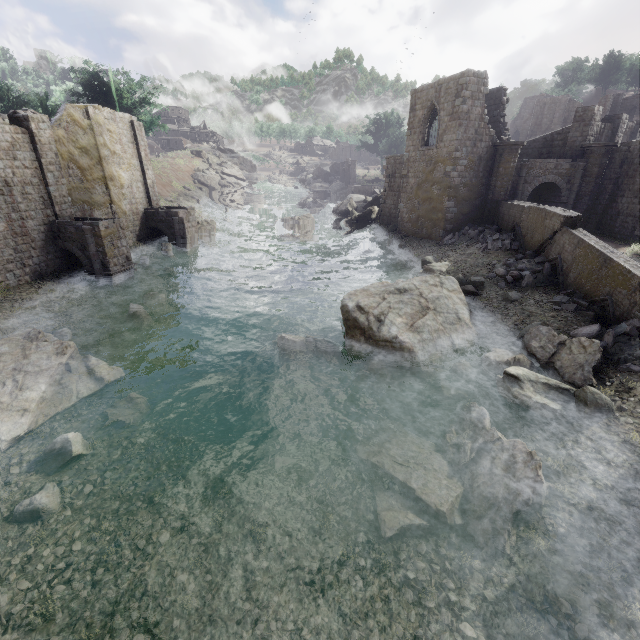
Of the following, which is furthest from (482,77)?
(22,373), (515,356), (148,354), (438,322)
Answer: (22,373)

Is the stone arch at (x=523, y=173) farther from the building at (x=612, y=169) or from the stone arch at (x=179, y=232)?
the stone arch at (x=179, y=232)

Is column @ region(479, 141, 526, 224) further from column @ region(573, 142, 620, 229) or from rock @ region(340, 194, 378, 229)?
rock @ region(340, 194, 378, 229)

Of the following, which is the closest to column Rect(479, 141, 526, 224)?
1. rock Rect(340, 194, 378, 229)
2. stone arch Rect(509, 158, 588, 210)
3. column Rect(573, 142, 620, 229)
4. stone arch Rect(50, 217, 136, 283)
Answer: stone arch Rect(509, 158, 588, 210)

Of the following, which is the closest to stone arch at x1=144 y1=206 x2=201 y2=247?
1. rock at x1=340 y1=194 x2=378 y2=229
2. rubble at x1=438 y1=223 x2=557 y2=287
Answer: rock at x1=340 y1=194 x2=378 y2=229

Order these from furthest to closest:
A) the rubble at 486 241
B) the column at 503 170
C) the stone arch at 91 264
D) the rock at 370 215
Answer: the rock at 370 215 → the column at 503 170 → the stone arch at 91 264 → the rubble at 486 241

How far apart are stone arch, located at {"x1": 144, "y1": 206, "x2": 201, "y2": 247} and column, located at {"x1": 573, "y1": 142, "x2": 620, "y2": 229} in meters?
31.7

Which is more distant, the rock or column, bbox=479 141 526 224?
the rock
